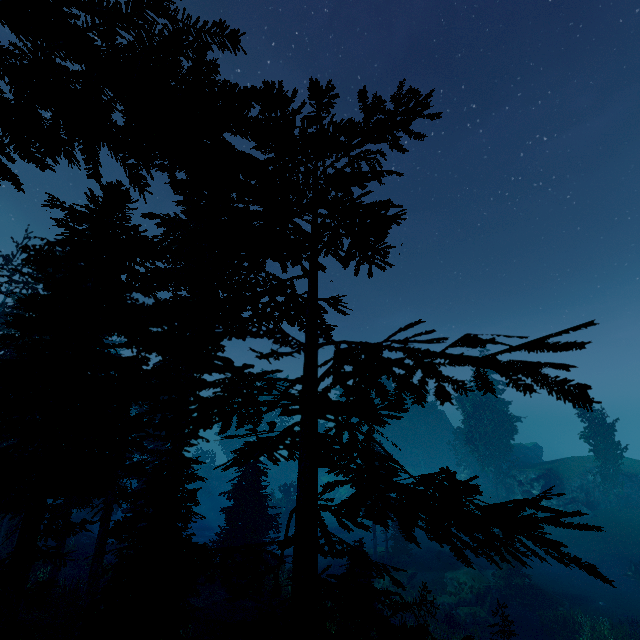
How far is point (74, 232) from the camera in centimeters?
774cm

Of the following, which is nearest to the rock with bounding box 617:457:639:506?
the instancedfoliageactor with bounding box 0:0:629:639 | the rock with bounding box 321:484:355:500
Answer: the instancedfoliageactor with bounding box 0:0:629:639

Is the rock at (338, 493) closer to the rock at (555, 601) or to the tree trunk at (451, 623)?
the rock at (555, 601)

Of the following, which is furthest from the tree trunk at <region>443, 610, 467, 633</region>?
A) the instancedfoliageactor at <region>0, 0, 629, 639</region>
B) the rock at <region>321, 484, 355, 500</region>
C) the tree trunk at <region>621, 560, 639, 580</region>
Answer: the rock at <region>321, 484, 355, 500</region>

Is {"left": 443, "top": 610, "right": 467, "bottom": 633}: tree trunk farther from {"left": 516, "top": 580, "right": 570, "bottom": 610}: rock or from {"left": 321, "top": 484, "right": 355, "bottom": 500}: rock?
{"left": 321, "top": 484, "right": 355, "bottom": 500}: rock

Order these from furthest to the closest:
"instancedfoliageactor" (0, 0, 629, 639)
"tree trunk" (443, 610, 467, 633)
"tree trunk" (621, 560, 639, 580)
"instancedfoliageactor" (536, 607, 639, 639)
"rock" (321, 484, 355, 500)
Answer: "rock" (321, 484, 355, 500) → "tree trunk" (621, 560, 639, 580) → "tree trunk" (443, 610, 467, 633) → "instancedfoliageactor" (536, 607, 639, 639) → "instancedfoliageactor" (0, 0, 629, 639)

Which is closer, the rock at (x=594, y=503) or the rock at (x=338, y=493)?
the rock at (x=594, y=503)

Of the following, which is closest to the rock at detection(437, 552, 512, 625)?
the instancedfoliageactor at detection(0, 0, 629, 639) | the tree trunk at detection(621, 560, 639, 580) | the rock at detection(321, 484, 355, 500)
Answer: the instancedfoliageactor at detection(0, 0, 629, 639)
